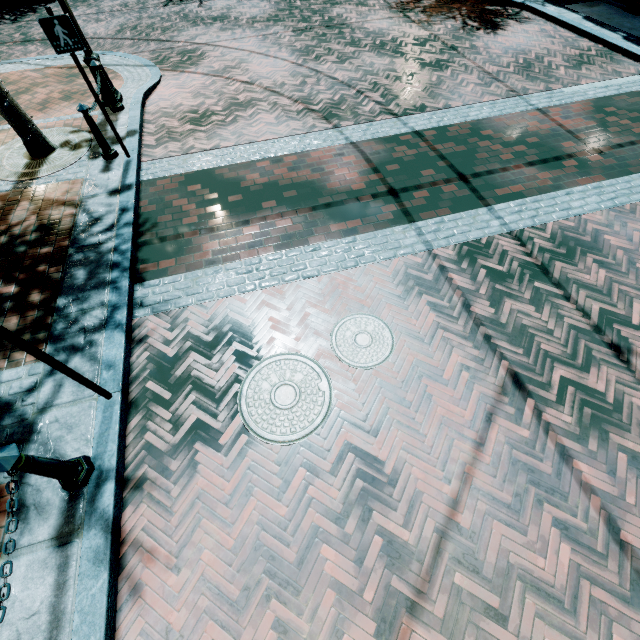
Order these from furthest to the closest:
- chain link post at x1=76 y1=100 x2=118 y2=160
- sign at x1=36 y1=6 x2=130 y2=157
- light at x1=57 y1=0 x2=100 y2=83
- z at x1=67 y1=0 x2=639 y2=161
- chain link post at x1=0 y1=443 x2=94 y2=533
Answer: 1. z at x1=67 y1=0 x2=639 y2=161
2. light at x1=57 y1=0 x2=100 y2=83
3. chain link post at x1=76 y1=100 x2=118 y2=160
4. sign at x1=36 y1=6 x2=130 y2=157
5. chain link post at x1=0 y1=443 x2=94 y2=533

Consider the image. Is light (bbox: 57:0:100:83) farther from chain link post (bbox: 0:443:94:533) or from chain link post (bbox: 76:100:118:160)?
chain link post (bbox: 0:443:94:533)

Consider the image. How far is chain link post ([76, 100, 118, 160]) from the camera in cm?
532

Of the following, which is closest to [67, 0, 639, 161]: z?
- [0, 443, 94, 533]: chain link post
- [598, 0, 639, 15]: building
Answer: [598, 0, 639, 15]: building

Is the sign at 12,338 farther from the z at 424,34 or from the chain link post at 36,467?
the z at 424,34

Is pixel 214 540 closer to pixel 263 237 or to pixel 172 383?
pixel 172 383

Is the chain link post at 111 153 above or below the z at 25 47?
above

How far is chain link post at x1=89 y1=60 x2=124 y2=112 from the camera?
6.3m
